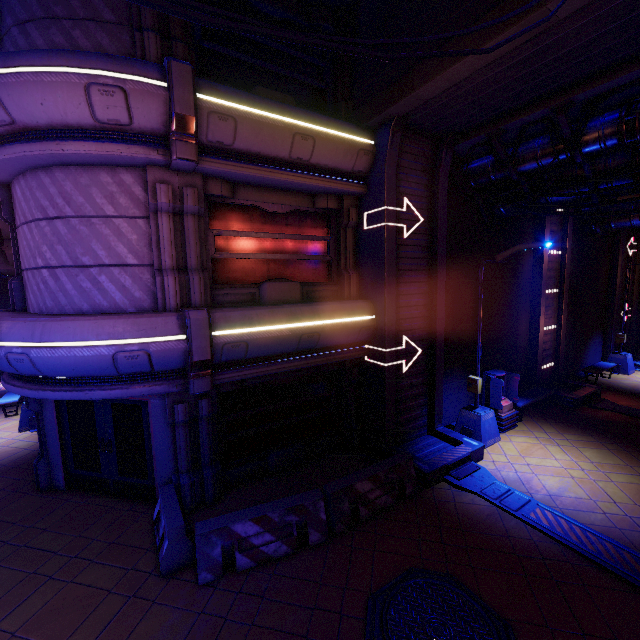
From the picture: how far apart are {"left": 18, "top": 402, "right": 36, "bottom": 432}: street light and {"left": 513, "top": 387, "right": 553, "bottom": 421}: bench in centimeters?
1705cm

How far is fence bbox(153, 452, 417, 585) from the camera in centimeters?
580cm

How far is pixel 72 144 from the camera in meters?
5.8

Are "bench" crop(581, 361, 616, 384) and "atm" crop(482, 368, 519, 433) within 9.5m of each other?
yes

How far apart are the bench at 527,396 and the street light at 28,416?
17.1 meters

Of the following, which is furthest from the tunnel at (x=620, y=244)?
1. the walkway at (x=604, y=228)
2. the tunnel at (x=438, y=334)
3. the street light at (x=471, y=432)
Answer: the tunnel at (x=438, y=334)

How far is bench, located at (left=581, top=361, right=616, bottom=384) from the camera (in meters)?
15.20

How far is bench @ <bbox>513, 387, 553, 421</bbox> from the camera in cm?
1158
